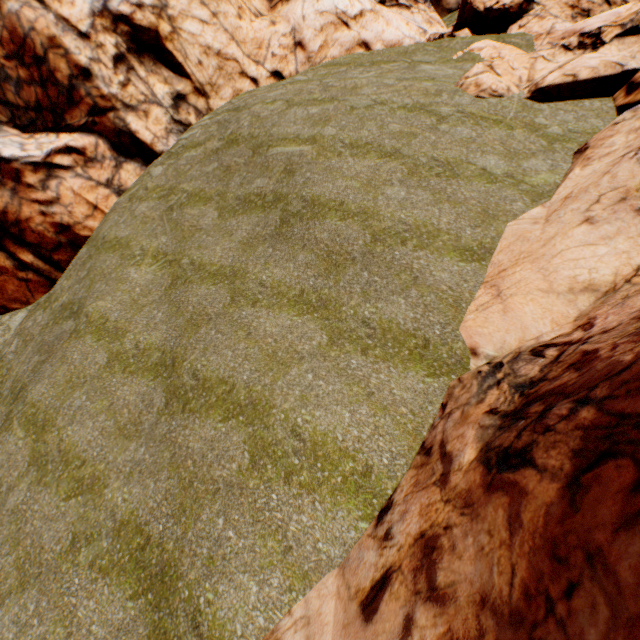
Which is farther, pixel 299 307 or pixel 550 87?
pixel 550 87
